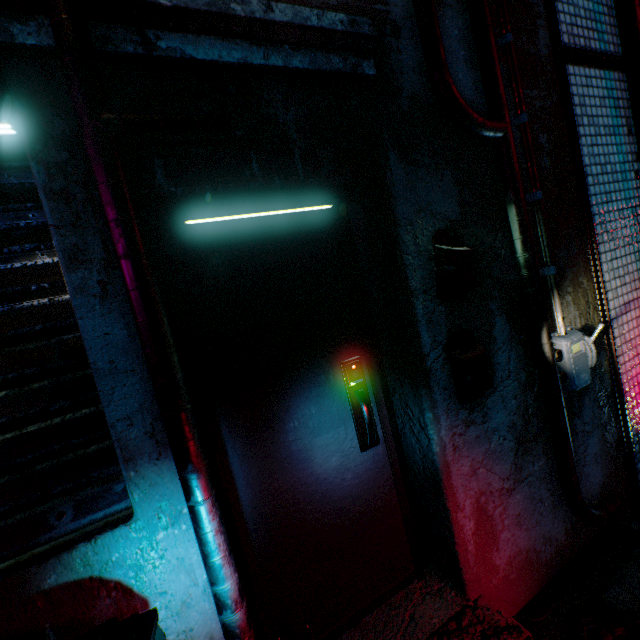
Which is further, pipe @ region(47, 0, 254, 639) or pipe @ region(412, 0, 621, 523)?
pipe @ region(412, 0, 621, 523)

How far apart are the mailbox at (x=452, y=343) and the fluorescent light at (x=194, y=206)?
0.86m

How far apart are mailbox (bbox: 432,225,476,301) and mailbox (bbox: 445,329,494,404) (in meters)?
0.20

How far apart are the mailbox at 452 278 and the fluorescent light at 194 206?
0.48m

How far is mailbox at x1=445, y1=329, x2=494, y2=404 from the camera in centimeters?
154cm

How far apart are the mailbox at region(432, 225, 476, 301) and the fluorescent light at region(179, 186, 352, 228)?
0.5m

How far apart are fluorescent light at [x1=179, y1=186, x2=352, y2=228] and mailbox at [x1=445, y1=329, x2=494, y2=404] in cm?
86

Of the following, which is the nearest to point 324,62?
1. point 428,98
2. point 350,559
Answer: point 428,98
